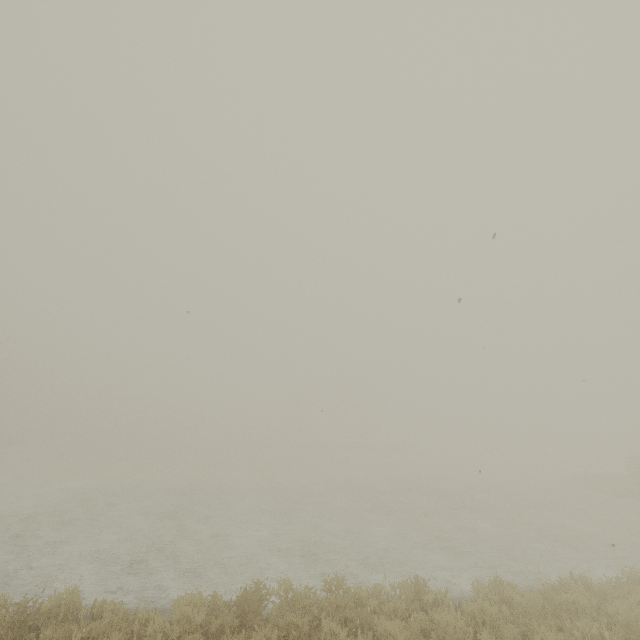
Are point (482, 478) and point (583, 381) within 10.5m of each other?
no
